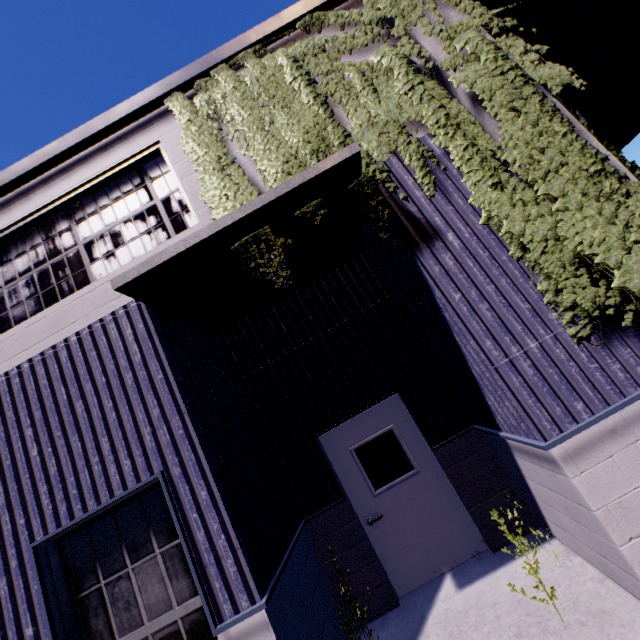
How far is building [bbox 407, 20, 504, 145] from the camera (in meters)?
3.62

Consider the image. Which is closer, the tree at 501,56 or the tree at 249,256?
the tree at 501,56

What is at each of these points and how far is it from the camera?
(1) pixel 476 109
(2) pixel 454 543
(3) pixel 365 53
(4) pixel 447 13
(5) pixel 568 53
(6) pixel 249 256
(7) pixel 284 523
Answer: (1) building, 3.7 meters
(2) door, 4.7 meters
(3) building, 4.3 meters
(4) building, 4.0 meters
(5) building, 5.9 meters
(6) tree, 3.7 meters
(7) building, 4.3 meters

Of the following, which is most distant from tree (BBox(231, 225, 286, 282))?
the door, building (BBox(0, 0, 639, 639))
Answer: the door

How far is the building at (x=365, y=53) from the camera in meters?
4.2

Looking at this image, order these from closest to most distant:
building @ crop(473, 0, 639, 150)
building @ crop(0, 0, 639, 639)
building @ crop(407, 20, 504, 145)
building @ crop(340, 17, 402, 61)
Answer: building @ crop(0, 0, 639, 639) < building @ crop(407, 20, 504, 145) < building @ crop(340, 17, 402, 61) < building @ crop(473, 0, 639, 150)
